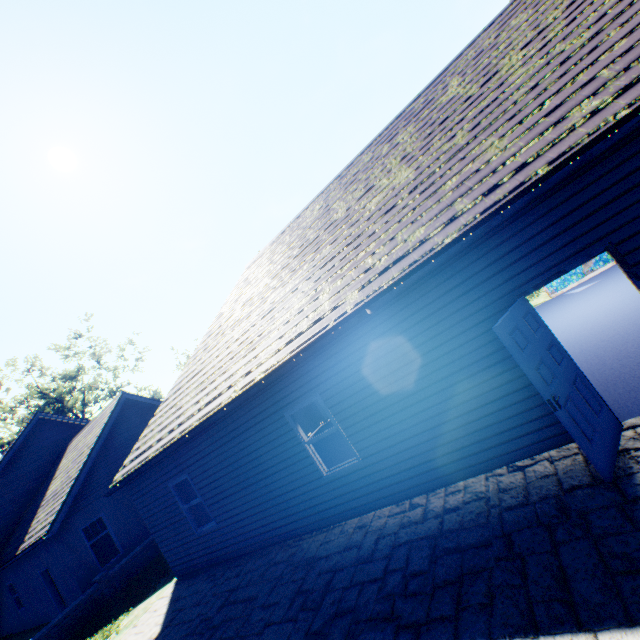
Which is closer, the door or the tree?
the door

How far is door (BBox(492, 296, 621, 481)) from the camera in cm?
387

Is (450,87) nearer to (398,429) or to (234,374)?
(398,429)

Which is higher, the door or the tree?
the tree

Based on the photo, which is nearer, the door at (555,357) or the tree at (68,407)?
the door at (555,357)

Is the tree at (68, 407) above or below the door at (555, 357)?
above
